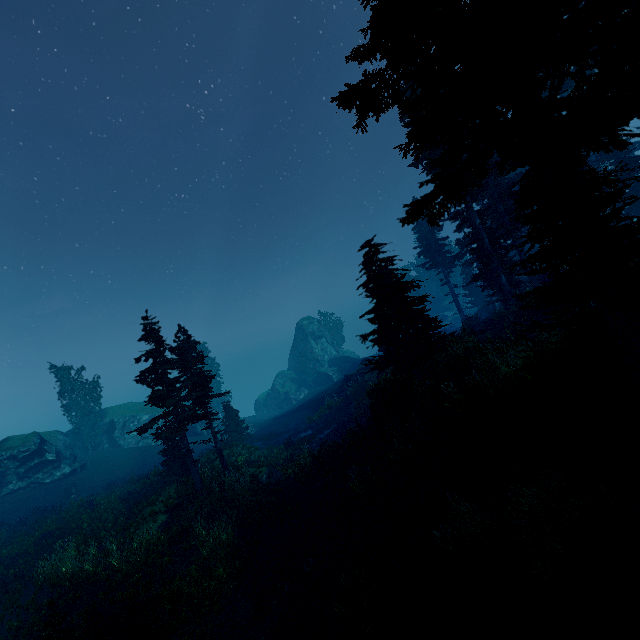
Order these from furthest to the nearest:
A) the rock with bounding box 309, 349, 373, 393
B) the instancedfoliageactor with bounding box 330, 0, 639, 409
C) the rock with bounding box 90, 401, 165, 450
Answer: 1. the rock with bounding box 90, 401, 165, 450
2. the rock with bounding box 309, 349, 373, 393
3. the instancedfoliageactor with bounding box 330, 0, 639, 409

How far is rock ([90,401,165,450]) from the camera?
41.1m

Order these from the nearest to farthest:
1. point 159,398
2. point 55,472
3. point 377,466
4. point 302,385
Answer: Answer: point 377,466 < point 159,398 < point 55,472 < point 302,385

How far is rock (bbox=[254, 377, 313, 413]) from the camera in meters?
55.7 m

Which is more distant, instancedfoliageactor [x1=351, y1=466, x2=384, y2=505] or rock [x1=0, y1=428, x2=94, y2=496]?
rock [x1=0, y1=428, x2=94, y2=496]

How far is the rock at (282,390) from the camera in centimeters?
5566cm

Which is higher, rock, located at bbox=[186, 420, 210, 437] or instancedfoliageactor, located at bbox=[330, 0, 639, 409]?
instancedfoliageactor, located at bbox=[330, 0, 639, 409]

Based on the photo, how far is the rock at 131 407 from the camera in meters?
41.1
